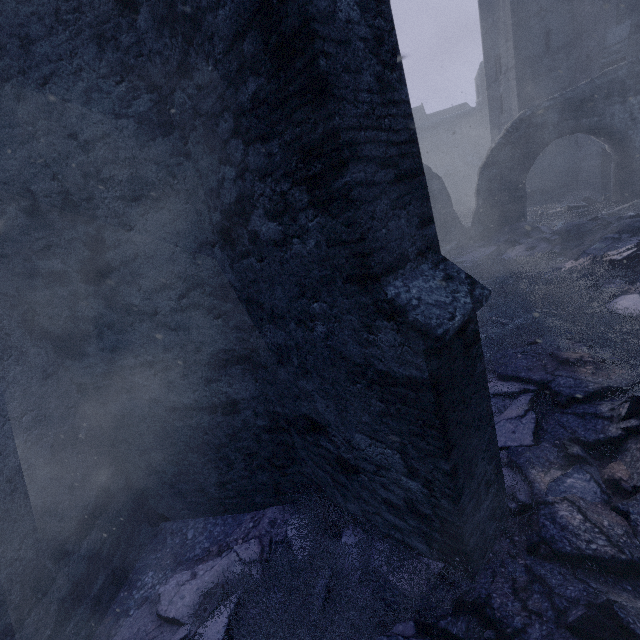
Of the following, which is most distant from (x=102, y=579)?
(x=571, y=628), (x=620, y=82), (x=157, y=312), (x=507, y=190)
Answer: (x=620, y=82)

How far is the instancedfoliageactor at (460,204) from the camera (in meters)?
17.91

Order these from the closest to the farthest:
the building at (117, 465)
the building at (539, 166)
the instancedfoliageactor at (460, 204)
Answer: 1. the building at (117, 465)
2. the building at (539, 166)
3. the instancedfoliageactor at (460, 204)

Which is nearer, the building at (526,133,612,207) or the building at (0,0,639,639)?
the building at (0,0,639,639)

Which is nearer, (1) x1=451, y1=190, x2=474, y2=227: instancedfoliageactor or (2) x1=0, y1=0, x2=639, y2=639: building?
(2) x1=0, y1=0, x2=639, y2=639: building

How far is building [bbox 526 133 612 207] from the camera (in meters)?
13.73

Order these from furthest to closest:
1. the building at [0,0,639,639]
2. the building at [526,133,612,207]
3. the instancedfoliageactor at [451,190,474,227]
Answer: the instancedfoliageactor at [451,190,474,227] < the building at [526,133,612,207] < the building at [0,0,639,639]
